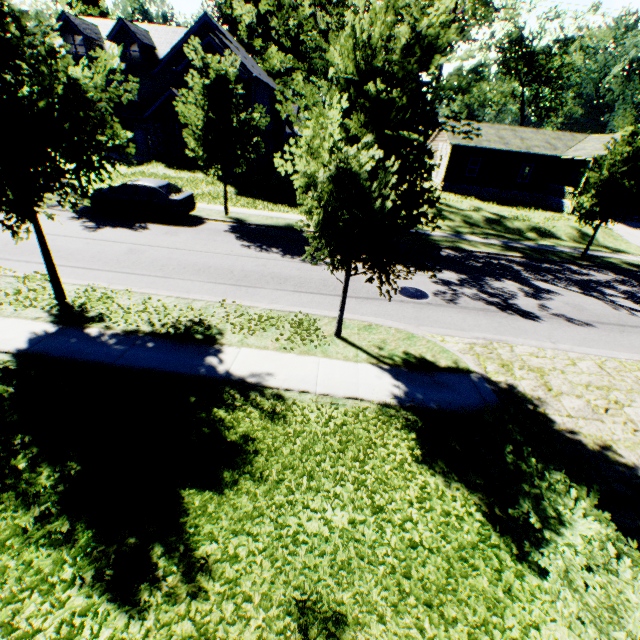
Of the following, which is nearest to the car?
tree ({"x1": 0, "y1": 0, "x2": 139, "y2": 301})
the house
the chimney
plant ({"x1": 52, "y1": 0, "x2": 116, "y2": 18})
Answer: tree ({"x1": 0, "y1": 0, "x2": 139, "y2": 301})

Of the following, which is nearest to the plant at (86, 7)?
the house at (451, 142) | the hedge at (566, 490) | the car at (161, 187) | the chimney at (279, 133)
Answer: the chimney at (279, 133)

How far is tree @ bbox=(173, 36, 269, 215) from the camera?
14.0m

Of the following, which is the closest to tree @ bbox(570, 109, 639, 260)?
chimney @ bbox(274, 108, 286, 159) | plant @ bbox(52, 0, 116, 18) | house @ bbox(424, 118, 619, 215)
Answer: plant @ bbox(52, 0, 116, 18)

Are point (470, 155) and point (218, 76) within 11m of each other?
no

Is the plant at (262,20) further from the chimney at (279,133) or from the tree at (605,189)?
the chimney at (279,133)

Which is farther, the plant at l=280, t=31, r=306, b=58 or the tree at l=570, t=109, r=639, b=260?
the plant at l=280, t=31, r=306, b=58
